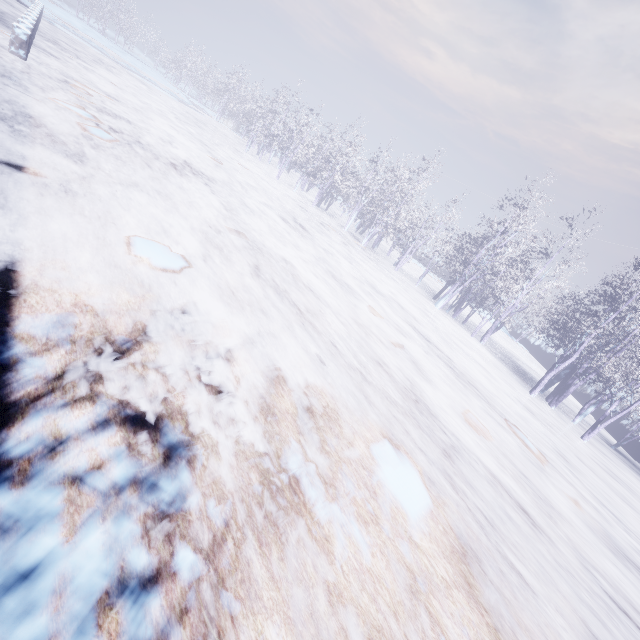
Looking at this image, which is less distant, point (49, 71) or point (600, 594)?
point (600, 594)
